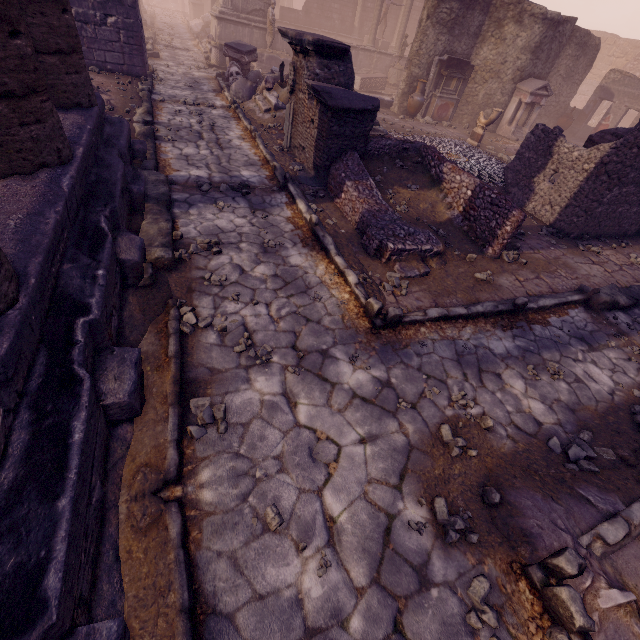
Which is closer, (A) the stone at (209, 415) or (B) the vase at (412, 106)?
(A) the stone at (209, 415)

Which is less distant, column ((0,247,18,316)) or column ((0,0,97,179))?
column ((0,247,18,316))

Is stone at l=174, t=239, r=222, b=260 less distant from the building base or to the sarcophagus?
the building base

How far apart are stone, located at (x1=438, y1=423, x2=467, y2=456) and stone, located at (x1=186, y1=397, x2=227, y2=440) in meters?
2.1

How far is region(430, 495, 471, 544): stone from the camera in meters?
2.5 m

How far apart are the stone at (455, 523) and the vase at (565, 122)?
20.92m

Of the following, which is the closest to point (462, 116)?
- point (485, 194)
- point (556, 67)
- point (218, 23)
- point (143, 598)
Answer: point (556, 67)

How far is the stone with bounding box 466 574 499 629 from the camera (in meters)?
2.15
